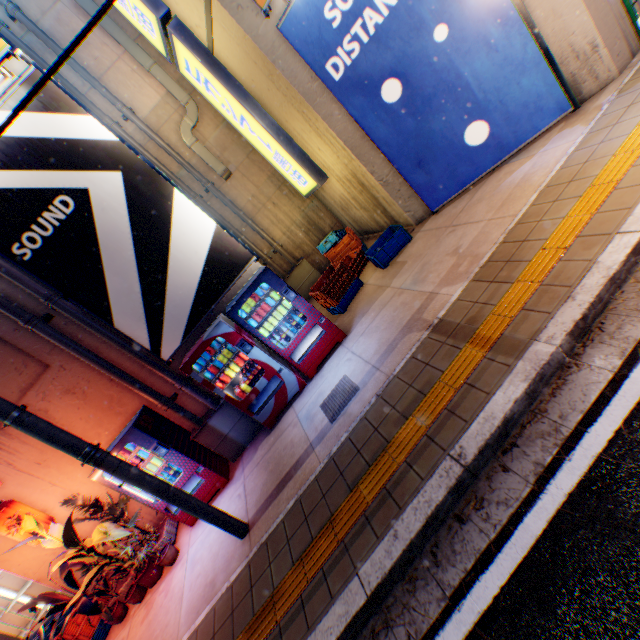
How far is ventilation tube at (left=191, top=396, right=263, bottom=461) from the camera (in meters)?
6.30

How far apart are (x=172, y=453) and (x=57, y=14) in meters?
10.6 m

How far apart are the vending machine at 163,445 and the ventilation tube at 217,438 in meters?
0.1 m

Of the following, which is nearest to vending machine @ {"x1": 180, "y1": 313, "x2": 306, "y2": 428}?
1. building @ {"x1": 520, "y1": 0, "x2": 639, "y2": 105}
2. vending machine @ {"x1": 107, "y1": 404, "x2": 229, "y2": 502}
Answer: vending machine @ {"x1": 107, "y1": 404, "x2": 229, "y2": 502}

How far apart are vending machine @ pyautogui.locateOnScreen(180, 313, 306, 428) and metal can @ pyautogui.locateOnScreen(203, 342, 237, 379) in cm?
2

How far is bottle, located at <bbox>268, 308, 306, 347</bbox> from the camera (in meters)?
Result: 6.11

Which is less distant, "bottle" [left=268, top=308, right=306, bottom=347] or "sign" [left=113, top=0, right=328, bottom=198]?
"bottle" [left=268, top=308, right=306, bottom=347]

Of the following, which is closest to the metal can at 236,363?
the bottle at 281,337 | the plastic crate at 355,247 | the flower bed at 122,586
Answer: the bottle at 281,337
